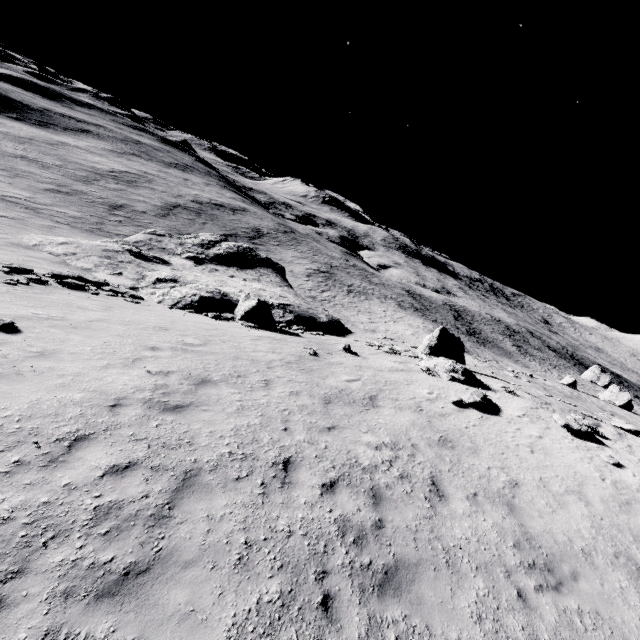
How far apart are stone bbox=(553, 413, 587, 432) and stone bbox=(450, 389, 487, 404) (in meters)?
2.69

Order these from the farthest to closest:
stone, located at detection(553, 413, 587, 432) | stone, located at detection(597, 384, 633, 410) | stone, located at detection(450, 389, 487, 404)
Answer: stone, located at detection(597, 384, 633, 410), stone, located at detection(450, 389, 487, 404), stone, located at detection(553, 413, 587, 432)

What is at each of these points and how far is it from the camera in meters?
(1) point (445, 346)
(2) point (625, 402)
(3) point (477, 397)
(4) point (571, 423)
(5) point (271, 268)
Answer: (1) stone, 23.4 m
(2) stone, 39.8 m
(3) stone, 14.1 m
(4) stone, 13.4 m
(5) stone, 43.5 m

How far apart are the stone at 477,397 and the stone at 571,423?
2.69m

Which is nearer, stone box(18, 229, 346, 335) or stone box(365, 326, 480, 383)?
stone box(365, 326, 480, 383)

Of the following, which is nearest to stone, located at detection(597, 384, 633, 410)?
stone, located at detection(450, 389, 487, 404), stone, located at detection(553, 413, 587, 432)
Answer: stone, located at detection(553, 413, 587, 432)

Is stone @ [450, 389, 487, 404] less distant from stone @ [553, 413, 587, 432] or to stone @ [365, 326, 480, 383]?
stone @ [553, 413, 587, 432]

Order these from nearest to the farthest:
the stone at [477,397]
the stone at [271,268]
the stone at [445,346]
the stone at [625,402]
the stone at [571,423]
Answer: the stone at [571,423]
the stone at [477,397]
the stone at [445,346]
the stone at [271,268]
the stone at [625,402]
